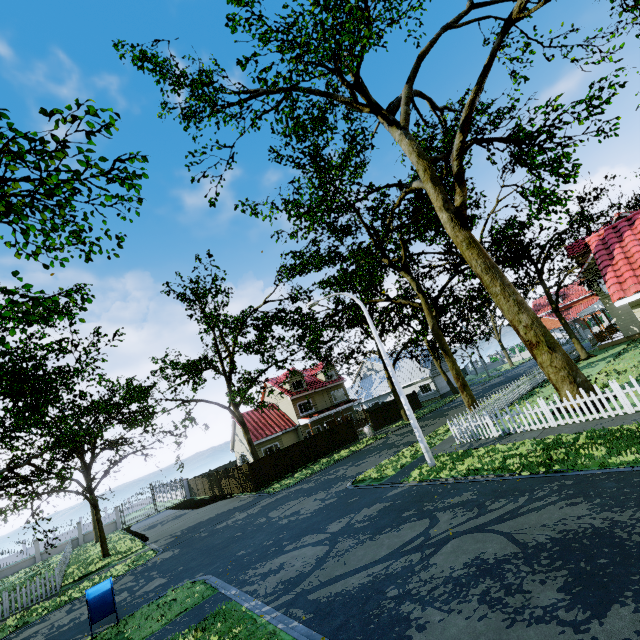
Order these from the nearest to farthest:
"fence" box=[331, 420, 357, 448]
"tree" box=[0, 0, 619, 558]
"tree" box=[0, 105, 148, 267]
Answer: "tree" box=[0, 105, 148, 267] → "tree" box=[0, 0, 619, 558] → "fence" box=[331, 420, 357, 448]

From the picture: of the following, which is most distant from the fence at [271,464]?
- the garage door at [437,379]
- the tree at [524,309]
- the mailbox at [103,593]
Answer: the mailbox at [103,593]

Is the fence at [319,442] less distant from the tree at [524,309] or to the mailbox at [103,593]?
the tree at [524,309]

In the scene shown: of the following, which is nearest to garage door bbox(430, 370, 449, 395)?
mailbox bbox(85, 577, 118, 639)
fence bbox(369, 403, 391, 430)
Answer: fence bbox(369, 403, 391, 430)

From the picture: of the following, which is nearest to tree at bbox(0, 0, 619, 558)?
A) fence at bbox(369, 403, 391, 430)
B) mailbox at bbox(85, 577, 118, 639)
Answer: fence at bbox(369, 403, 391, 430)

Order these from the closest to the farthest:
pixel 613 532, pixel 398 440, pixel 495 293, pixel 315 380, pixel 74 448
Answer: pixel 613 532
pixel 495 293
pixel 74 448
pixel 398 440
pixel 315 380

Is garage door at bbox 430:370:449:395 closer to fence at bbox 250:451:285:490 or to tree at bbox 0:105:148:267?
tree at bbox 0:105:148:267
